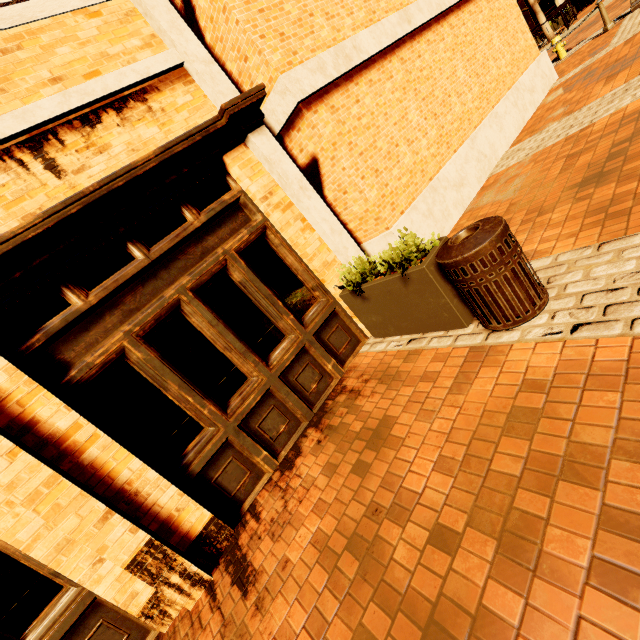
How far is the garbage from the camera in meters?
2.6 m

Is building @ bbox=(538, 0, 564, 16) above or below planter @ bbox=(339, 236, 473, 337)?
above

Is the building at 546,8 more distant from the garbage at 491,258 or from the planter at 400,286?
the planter at 400,286

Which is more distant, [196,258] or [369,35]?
[369,35]

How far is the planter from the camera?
3.15m

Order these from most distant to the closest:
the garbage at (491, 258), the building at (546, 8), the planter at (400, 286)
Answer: the building at (546, 8), the planter at (400, 286), the garbage at (491, 258)

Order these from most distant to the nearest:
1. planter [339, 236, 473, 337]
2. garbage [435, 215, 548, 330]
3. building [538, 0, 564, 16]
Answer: building [538, 0, 564, 16], planter [339, 236, 473, 337], garbage [435, 215, 548, 330]

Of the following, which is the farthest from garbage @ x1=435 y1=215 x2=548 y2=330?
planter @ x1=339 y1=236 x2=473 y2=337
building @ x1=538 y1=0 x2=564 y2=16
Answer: building @ x1=538 y1=0 x2=564 y2=16
